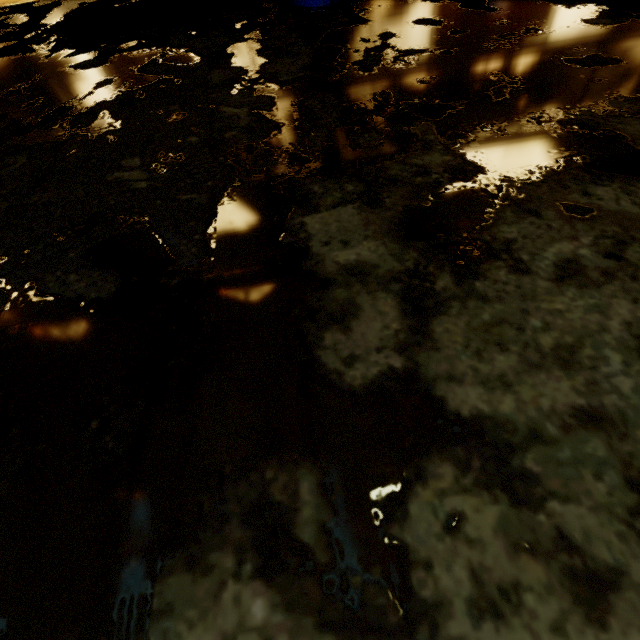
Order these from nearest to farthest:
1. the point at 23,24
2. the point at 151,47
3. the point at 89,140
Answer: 1. the point at 89,140
2. the point at 151,47
3. the point at 23,24
